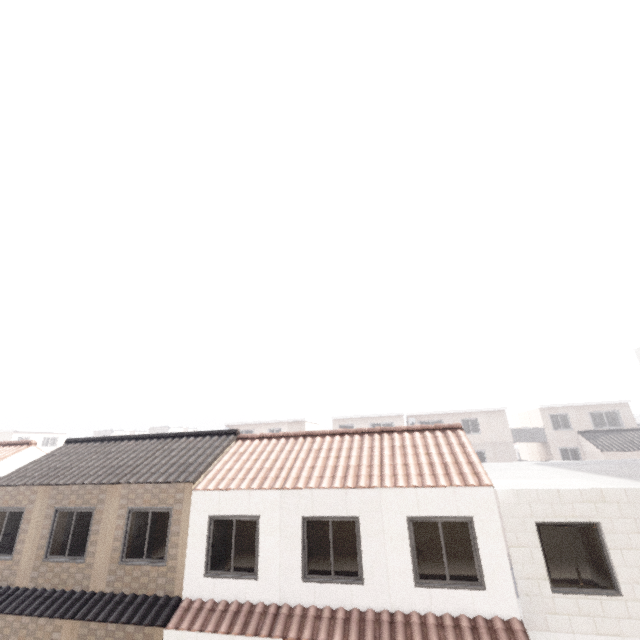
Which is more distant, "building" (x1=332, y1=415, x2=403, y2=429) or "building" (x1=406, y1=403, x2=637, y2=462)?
"building" (x1=332, y1=415, x2=403, y2=429)

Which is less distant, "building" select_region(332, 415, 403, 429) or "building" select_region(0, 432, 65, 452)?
"building" select_region(332, 415, 403, 429)

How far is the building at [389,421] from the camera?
32.9 meters

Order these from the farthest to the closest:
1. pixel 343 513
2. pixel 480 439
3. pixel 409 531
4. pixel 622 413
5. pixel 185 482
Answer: pixel 480 439
pixel 622 413
pixel 185 482
pixel 343 513
pixel 409 531

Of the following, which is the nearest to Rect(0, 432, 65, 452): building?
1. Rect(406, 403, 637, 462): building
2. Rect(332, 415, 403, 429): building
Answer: Rect(332, 415, 403, 429): building

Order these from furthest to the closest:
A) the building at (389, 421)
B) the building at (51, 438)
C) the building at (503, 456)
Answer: the building at (51, 438), the building at (389, 421), the building at (503, 456)
